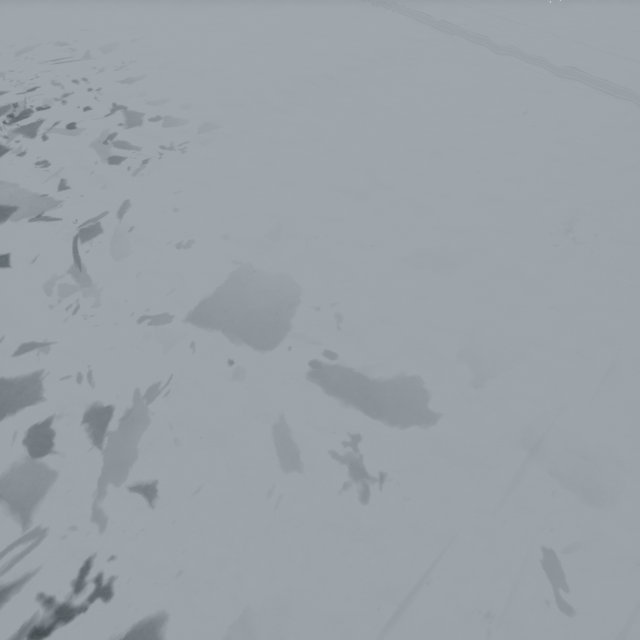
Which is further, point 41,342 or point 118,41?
point 118,41
